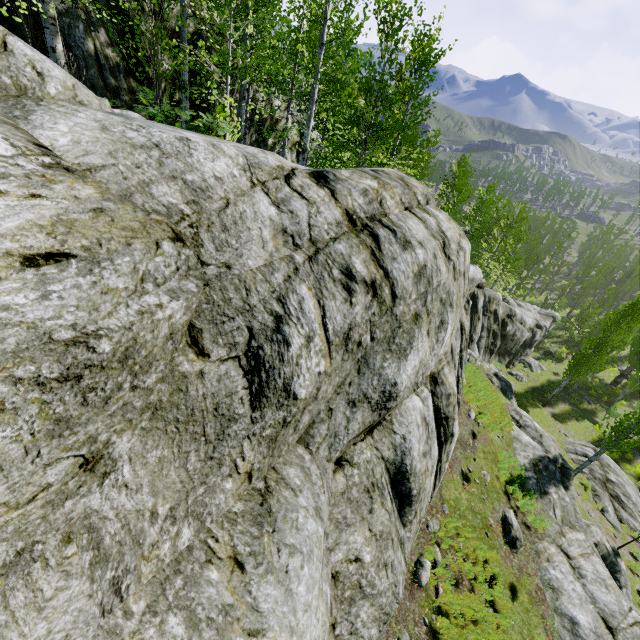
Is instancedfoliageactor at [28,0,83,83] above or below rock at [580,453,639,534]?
above

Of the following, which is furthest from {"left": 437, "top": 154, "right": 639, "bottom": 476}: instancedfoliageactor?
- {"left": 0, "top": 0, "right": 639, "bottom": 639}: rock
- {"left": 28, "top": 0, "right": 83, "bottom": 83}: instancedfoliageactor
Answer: {"left": 28, "top": 0, "right": 83, "bottom": 83}: instancedfoliageactor

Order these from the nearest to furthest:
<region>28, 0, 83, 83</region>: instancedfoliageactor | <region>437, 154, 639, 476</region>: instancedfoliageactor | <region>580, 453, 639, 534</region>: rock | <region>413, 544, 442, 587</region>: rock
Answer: <region>28, 0, 83, 83</region>: instancedfoliageactor → <region>413, 544, 442, 587</region>: rock → <region>580, 453, 639, 534</region>: rock → <region>437, 154, 639, 476</region>: instancedfoliageactor

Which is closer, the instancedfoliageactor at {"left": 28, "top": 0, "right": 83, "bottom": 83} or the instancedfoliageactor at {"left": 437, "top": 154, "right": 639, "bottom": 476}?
the instancedfoliageactor at {"left": 28, "top": 0, "right": 83, "bottom": 83}

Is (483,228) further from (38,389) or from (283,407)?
(38,389)

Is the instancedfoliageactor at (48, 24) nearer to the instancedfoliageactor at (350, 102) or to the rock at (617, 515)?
the rock at (617, 515)

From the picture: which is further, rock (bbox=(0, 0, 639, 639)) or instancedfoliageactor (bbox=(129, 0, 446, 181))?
instancedfoliageactor (bbox=(129, 0, 446, 181))
